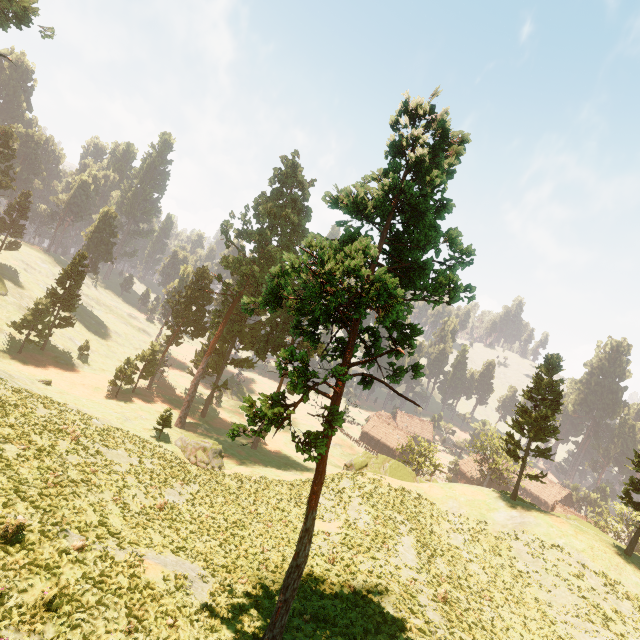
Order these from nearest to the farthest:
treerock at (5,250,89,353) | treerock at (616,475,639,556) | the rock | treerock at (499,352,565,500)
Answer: treerock at (616,475,639,556)
treerock at (499,352,565,500)
the rock
treerock at (5,250,89,353)

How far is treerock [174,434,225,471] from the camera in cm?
3441

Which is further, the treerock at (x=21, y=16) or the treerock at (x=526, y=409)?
the treerock at (x=526, y=409)

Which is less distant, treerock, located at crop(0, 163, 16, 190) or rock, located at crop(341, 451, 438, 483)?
rock, located at crop(341, 451, 438, 483)

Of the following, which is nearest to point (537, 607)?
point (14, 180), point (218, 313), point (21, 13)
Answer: point (218, 313)

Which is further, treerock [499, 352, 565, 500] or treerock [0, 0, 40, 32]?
treerock [499, 352, 565, 500]
